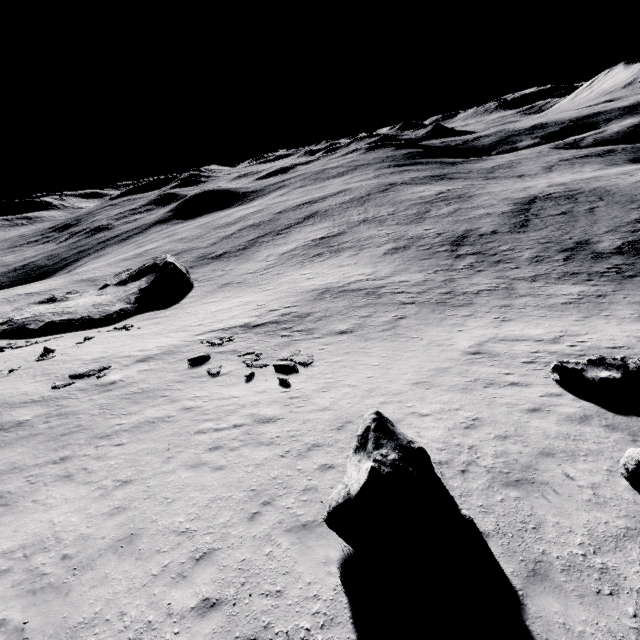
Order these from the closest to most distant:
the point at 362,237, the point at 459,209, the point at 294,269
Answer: the point at 294,269 < the point at 362,237 < the point at 459,209

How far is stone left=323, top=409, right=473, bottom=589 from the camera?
6.2m

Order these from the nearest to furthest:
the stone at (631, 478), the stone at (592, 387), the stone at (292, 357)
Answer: the stone at (631, 478) < the stone at (592, 387) < the stone at (292, 357)

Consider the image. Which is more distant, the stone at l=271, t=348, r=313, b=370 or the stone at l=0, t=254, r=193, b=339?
the stone at l=0, t=254, r=193, b=339

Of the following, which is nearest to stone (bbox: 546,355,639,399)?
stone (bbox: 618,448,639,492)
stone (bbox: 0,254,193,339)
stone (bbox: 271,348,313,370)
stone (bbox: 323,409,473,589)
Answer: stone (bbox: 618,448,639,492)

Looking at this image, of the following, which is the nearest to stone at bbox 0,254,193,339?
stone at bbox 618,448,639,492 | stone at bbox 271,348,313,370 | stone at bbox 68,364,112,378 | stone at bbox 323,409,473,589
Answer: stone at bbox 68,364,112,378

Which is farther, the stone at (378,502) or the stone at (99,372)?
the stone at (99,372)

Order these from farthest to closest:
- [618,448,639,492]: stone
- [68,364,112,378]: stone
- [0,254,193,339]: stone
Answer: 1. [0,254,193,339]: stone
2. [68,364,112,378]: stone
3. [618,448,639,492]: stone
